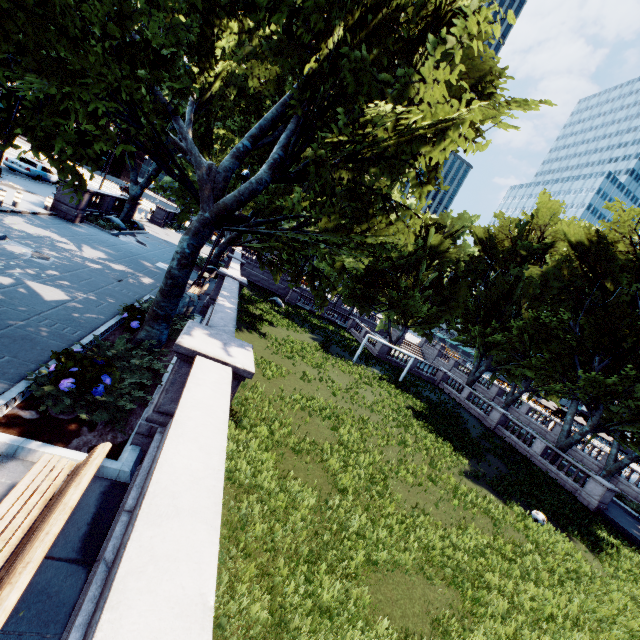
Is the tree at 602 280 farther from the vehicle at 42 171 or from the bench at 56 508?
the vehicle at 42 171

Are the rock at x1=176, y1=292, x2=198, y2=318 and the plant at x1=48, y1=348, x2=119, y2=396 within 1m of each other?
no

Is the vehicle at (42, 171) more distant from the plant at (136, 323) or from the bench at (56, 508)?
the bench at (56, 508)

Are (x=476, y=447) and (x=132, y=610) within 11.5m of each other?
no

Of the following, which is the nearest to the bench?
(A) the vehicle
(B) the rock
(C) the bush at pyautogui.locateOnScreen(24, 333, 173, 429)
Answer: (C) the bush at pyautogui.locateOnScreen(24, 333, 173, 429)

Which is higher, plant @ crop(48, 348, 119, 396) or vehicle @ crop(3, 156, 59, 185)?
vehicle @ crop(3, 156, 59, 185)

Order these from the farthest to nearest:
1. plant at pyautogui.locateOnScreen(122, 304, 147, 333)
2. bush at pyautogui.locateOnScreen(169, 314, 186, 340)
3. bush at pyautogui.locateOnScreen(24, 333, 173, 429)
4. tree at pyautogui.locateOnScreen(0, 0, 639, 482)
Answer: bush at pyautogui.locateOnScreen(169, 314, 186, 340)
plant at pyautogui.locateOnScreen(122, 304, 147, 333)
tree at pyautogui.locateOnScreen(0, 0, 639, 482)
bush at pyautogui.locateOnScreen(24, 333, 173, 429)

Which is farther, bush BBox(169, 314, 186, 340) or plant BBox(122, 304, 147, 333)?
bush BBox(169, 314, 186, 340)
